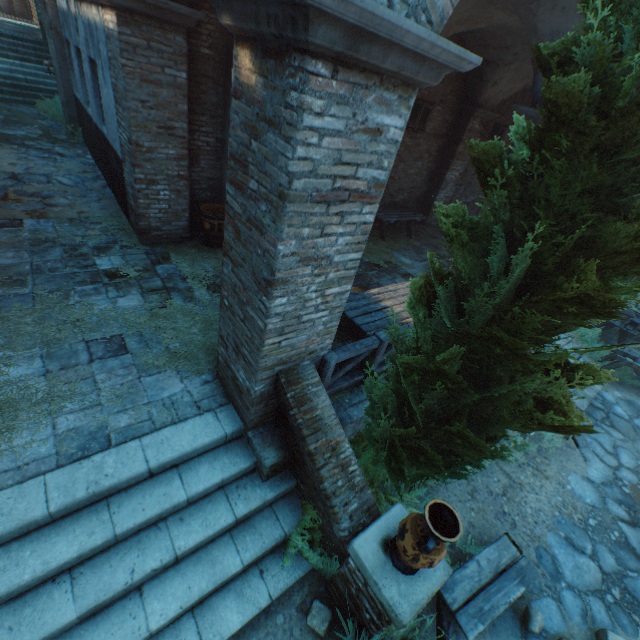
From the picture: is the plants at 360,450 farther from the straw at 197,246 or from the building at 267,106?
the building at 267,106

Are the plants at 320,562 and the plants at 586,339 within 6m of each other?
no

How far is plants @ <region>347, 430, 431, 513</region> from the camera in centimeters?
414cm

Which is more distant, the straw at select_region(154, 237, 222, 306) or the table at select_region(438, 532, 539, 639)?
the straw at select_region(154, 237, 222, 306)

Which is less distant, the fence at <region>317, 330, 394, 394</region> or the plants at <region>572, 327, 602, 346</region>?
the fence at <region>317, 330, 394, 394</region>

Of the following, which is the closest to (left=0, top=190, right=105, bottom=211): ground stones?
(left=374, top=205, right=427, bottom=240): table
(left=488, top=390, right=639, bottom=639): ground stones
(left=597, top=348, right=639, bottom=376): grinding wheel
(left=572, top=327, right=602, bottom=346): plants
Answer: (left=374, top=205, right=427, bottom=240): table

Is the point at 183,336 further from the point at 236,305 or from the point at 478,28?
the point at 478,28

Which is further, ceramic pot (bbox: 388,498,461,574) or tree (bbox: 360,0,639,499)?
ceramic pot (bbox: 388,498,461,574)
